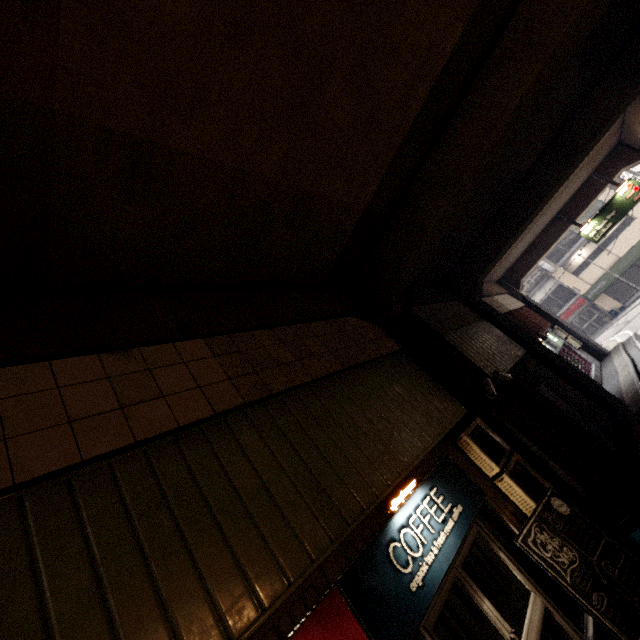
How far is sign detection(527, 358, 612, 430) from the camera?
9.5 meters

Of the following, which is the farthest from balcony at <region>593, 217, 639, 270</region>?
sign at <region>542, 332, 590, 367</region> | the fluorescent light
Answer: the fluorescent light

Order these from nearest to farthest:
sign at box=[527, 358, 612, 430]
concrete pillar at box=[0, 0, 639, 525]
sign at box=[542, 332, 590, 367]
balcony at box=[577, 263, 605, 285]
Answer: concrete pillar at box=[0, 0, 639, 525] → sign at box=[527, 358, 612, 430] → sign at box=[542, 332, 590, 367] → balcony at box=[577, 263, 605, 285]

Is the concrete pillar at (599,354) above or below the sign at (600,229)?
below

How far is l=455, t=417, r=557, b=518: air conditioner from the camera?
5.00m

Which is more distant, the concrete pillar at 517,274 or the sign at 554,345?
the concrete pillar at 517,274

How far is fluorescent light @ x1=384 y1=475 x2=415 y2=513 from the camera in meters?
3.9 m

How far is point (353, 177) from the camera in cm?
577
